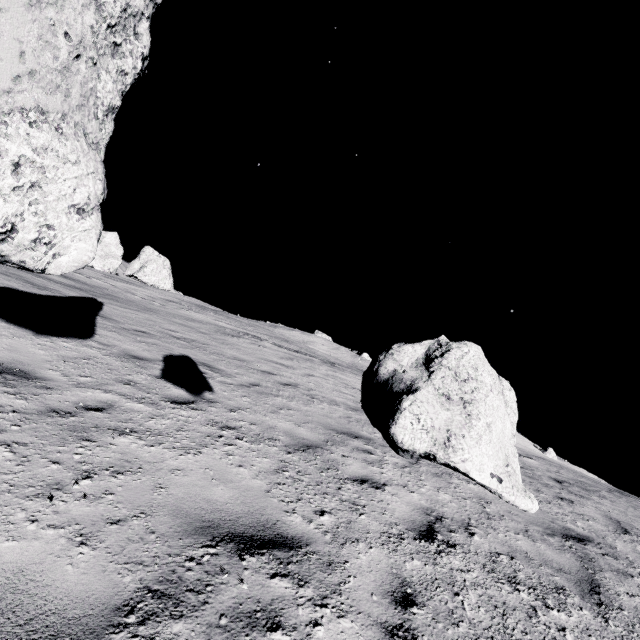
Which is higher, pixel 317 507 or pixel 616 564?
pixel 616 564

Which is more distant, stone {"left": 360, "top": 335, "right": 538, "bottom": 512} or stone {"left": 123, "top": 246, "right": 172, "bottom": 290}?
stone {"left": 123, "top": 246, "right": 172, "bottom": 290}

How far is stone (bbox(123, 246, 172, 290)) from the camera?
51.9m

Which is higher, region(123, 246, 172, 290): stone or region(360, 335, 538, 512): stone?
region(123, 246, 172, 290): stone

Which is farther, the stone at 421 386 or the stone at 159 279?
the stone at 159 279

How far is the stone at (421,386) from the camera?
1.4 meters

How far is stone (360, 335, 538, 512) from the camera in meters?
1.4 m
